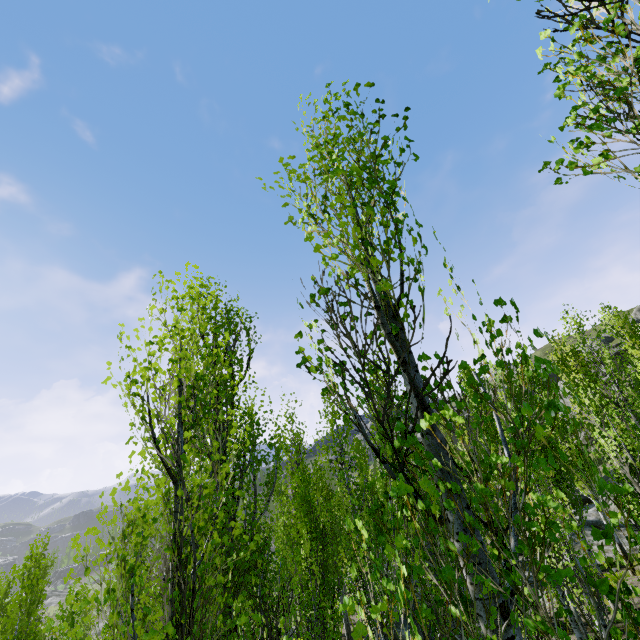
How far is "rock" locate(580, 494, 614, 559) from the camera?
18.2 meters

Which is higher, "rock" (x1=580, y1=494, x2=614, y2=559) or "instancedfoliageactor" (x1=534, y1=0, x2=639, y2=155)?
"instancedfoliageactor" (x1=534, y1=0, x2=639, y2=155)

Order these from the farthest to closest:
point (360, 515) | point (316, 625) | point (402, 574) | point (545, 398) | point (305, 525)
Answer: point (545, 398) → point (305, 525) → point (360, 515) → point (316, 625) → point (402, 574)

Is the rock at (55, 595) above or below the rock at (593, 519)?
below

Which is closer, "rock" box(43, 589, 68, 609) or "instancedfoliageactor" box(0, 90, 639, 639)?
"instancedfoliageactor" box(0, 90, 639, 639)

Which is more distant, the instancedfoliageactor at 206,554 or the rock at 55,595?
the rock at 55,595

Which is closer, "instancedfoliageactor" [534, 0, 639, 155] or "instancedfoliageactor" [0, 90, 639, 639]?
"instancedfoliageactor" [0, 90, 639, 639]

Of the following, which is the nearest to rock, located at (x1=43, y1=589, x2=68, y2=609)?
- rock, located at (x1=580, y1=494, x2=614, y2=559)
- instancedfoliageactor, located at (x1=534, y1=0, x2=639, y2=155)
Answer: instancedfoliageactor, located at (x1=534, y1=0, x2=639, y2=155)
